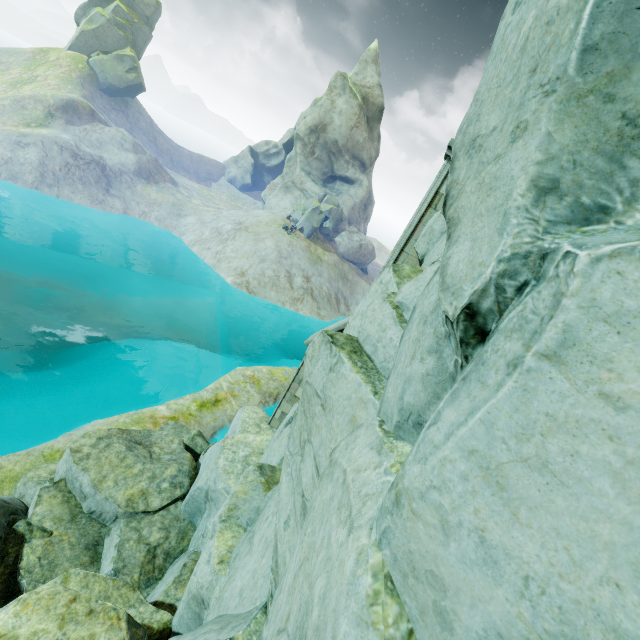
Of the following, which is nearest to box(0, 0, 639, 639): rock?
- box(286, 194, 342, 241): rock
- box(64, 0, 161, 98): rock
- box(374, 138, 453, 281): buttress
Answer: box(374, 138, 453, 281): buttress

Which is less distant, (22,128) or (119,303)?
(119,303)

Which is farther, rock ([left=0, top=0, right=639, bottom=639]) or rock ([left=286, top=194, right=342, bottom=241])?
rock ([left=286, top=194, right=342, bottom=241])

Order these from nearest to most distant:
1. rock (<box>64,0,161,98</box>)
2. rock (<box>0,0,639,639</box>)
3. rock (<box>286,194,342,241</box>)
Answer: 1. rock (<box>0,0,639,639</box>)
2. rock (<box>286,194,342,241</box>)
3. rock (<box>64,0,161,98</box>)

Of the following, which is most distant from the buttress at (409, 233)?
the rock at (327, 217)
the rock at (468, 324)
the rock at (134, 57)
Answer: the rock at (134, 57)

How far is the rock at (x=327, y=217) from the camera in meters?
41.2

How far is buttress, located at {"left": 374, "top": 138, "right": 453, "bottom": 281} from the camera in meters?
7.9

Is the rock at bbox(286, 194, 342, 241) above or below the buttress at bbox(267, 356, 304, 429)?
above
